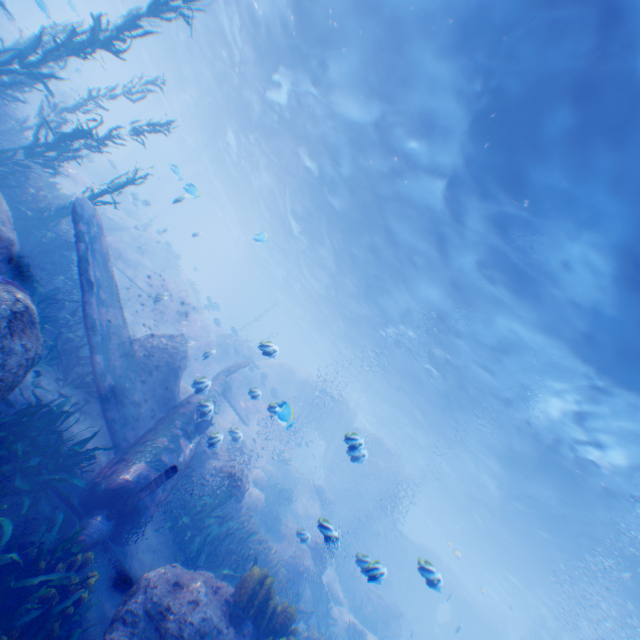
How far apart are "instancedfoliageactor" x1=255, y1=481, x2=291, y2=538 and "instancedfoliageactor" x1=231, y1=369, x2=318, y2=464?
7.2m

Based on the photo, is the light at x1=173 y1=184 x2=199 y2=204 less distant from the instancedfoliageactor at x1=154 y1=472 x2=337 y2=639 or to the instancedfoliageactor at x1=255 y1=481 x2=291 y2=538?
the instancedfoliageactor at x1=154 y1=472 x2=337 y2=639

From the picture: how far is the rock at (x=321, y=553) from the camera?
12.8m

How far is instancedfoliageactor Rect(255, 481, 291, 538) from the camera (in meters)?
14.73

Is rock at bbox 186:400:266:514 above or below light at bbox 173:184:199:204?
below

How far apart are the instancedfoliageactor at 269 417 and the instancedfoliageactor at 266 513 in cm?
721

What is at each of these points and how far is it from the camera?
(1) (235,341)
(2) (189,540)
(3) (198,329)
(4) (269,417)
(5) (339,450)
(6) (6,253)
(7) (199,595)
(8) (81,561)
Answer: (1) rock, 28.16m
(2) instancedfoliageactor, 7.69m
(3) instancedfoliageactor, 25.80m
(4) instancedfoliageactor, 23.47m
(5) rock, 31.77m
(6) rock, 5.80m
(7) rock, 5.12m
(8) instancedfoliageactor, 4.74m

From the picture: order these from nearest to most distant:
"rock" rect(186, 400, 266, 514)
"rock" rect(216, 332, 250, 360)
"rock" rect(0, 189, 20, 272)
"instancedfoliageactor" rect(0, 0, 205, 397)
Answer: "rock" rect(0, 189, 20, 272), "instancedfoliageactor" rect(0, 0, 205, 397), "rock" rect(186, 400, 266, 514), "rock" rect(216, 332, 250, 360)
